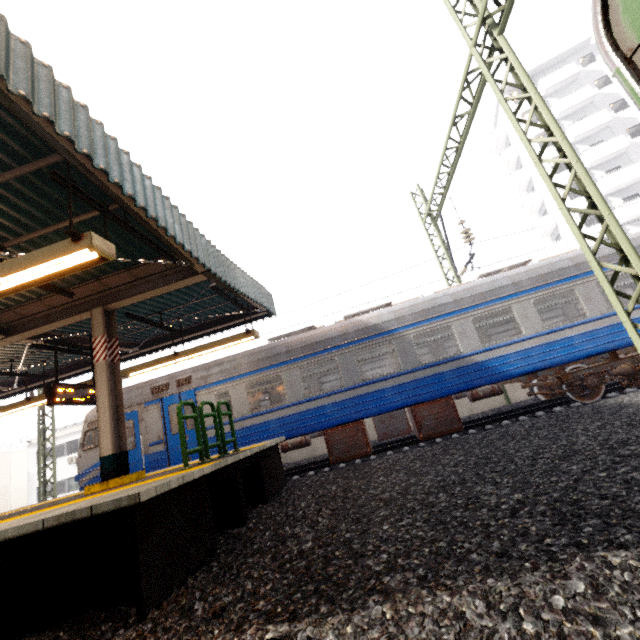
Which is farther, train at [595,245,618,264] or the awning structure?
train at [595,245,618,264]

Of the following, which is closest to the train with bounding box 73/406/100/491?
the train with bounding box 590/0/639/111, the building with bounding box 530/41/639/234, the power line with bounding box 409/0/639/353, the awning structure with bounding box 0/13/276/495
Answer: the power line with bounding box 409/0/639/353

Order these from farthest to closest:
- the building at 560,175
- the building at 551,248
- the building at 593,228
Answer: the building at 551,248 < the building at 560,175 < the building at 593,228

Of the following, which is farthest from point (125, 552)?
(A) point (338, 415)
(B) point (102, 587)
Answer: (A) point (338, 415)

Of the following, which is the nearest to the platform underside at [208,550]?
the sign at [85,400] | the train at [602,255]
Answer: the train at [602,255]

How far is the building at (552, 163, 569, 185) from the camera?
30.1m

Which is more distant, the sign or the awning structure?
the sign
